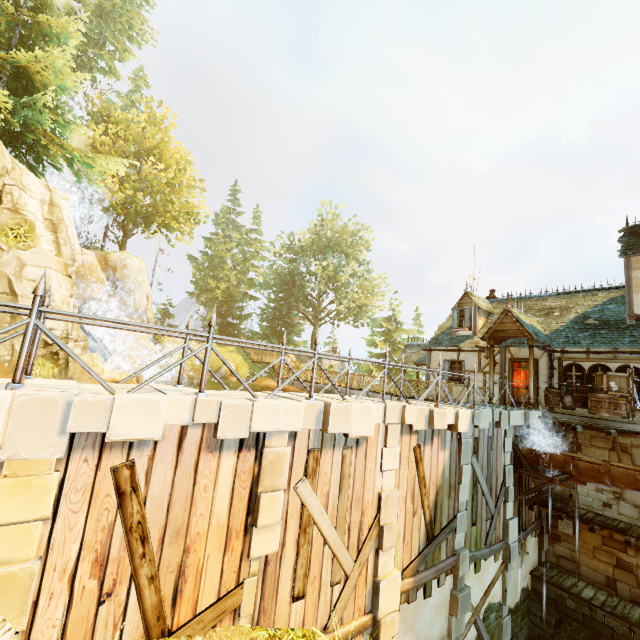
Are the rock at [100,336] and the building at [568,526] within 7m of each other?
no

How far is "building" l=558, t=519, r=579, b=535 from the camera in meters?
12.1

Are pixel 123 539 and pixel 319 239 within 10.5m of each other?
no

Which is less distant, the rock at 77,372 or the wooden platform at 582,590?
the wooden platform at 582,590

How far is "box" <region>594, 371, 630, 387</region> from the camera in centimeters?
1151cm

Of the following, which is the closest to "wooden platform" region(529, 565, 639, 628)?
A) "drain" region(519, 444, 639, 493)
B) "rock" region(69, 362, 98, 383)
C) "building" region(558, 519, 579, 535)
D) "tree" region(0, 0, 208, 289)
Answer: "building" region(558, 519, 579, 535)

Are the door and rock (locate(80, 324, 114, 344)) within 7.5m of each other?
no

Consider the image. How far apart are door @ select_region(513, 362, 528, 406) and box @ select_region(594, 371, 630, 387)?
2.22m
